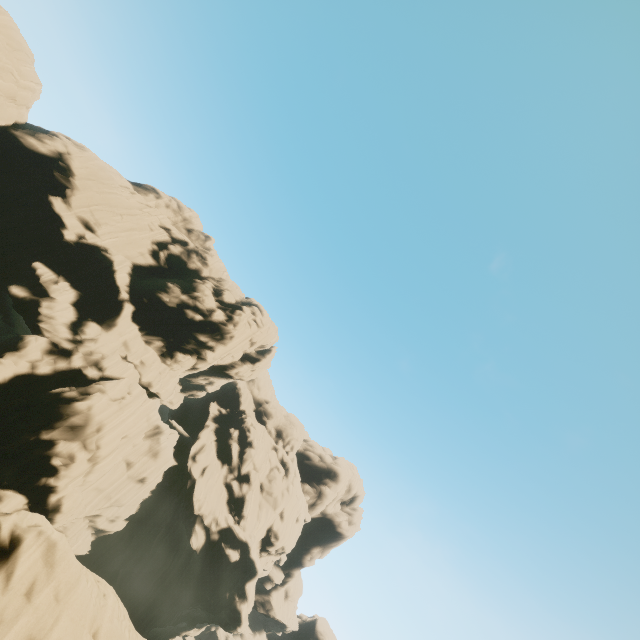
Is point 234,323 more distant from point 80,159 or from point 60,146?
point 60,146
